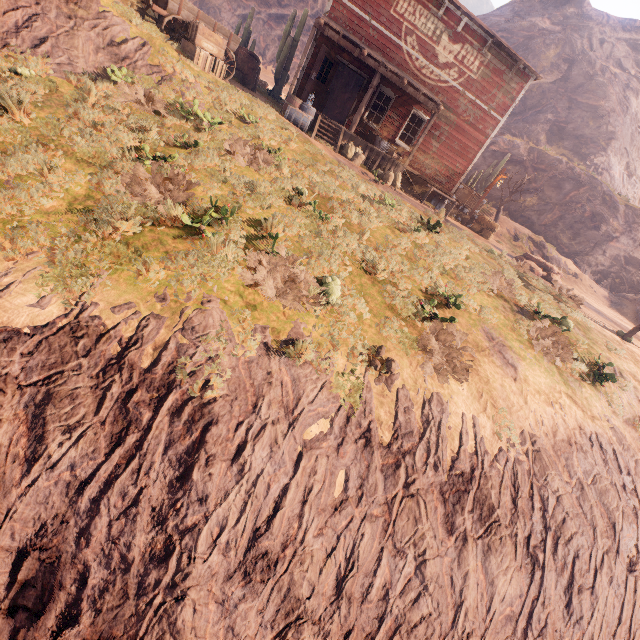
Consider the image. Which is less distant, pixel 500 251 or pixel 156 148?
pixel 156 148

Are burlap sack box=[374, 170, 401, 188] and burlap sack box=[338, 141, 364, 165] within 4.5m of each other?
yes

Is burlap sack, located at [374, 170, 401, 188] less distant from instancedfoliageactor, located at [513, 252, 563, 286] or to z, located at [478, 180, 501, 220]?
z, located at [478, 180, 501, 220]

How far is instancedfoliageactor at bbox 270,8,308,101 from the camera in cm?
1898

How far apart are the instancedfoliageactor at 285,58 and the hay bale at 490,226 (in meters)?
14.72

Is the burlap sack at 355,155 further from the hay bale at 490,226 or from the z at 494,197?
the hay bale at 490,226

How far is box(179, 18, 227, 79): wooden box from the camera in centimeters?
1073cm

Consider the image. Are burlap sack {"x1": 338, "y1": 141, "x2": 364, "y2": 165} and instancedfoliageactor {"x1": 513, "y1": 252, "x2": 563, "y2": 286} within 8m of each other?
no
